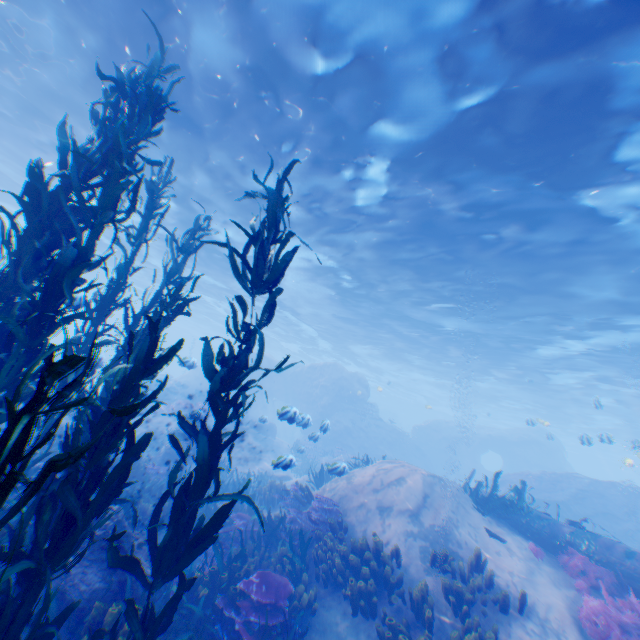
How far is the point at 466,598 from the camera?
6.6 meters

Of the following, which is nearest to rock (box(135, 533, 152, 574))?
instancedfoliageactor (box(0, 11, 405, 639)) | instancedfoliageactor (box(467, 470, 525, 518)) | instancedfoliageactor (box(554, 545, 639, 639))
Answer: instancedfoliageactor (box(0, 11, 405, 639))

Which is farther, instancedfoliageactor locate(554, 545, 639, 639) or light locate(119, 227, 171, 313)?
light locate(119, 227, 171, 313)

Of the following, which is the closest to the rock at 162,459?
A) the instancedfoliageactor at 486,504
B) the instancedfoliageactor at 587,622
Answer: the instancedfoliageactor at 486,504

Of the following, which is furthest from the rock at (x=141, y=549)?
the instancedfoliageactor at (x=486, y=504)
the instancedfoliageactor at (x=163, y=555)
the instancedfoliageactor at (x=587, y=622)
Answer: the instancedfoliageactor at (x=587, y=622)

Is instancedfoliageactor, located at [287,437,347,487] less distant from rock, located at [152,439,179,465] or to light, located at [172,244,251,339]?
rock, located at [152,439,179,465]

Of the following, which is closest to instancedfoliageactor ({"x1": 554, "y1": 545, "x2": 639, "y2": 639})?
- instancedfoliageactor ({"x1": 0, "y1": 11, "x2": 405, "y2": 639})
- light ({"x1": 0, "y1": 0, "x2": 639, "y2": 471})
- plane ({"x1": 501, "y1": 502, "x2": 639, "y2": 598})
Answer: plane ({"x1": 501, "y1": 502, "x2": 639, "y2": 598})

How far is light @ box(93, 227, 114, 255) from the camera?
24.3m
